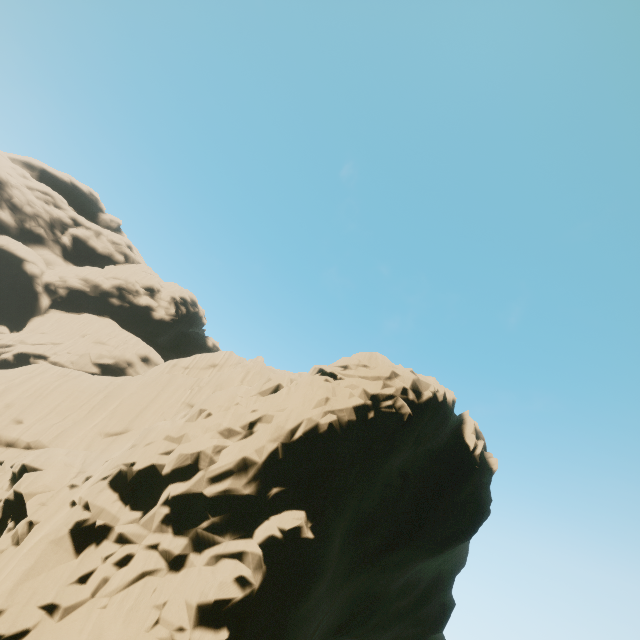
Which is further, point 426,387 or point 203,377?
point 203,377
